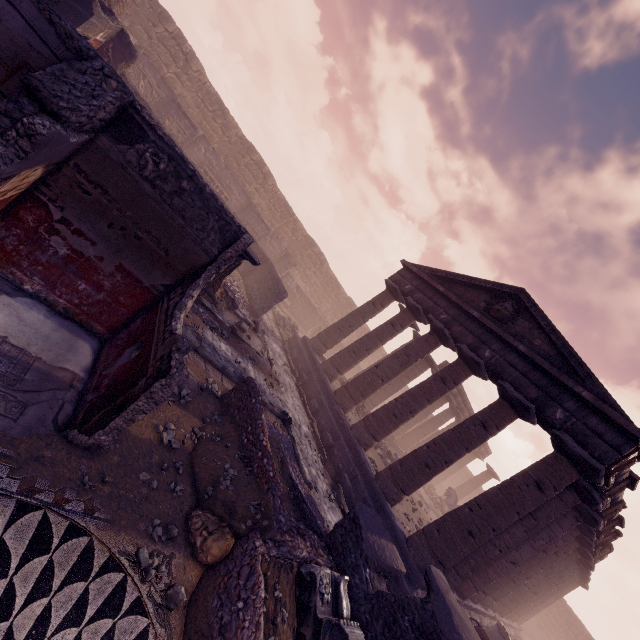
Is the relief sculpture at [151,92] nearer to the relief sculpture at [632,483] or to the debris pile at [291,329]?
the debris pile at [291,329]

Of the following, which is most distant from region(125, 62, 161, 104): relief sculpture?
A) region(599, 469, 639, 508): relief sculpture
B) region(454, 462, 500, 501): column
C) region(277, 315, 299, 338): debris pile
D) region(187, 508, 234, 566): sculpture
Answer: region(454, 462, 500, 501): column

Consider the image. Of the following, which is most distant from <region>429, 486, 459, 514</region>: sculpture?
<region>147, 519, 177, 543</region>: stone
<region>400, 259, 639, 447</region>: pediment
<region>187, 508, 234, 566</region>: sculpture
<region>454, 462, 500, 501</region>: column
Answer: <region>147, 519, 177, 543</region>: stone

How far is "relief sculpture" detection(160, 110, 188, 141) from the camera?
16.83m

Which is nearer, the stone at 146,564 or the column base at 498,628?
the stone at 146,564

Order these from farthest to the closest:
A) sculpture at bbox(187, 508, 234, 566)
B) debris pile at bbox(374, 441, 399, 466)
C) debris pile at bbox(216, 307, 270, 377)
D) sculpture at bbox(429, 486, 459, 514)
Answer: sculpture at bbox(429, 486, 459, 514), debris pile at bbox(374, 441, 399, 466), debris pile at bbox(216, 307, 270, 377), sculpture at bbox(187, 508, 234, 566)

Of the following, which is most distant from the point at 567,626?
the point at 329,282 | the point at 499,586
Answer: the point at 329,282

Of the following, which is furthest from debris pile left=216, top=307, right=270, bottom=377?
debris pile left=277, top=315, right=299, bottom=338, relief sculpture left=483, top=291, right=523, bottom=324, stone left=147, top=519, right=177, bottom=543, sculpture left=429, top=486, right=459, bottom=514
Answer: → sculpture left=429, top=486, right=459, bottom=514
